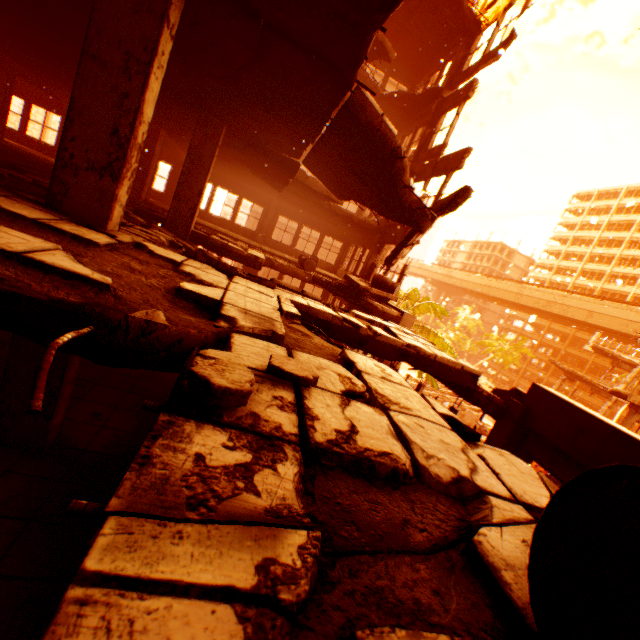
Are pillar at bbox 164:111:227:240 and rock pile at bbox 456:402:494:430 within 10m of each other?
no

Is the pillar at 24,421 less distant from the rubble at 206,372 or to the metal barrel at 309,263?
the rubble at 206,372

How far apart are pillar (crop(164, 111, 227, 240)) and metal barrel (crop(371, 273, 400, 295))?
5.91m

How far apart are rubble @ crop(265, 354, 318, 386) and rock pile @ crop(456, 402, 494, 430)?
34.82m

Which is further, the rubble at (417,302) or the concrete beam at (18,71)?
the rubble at (417,302)

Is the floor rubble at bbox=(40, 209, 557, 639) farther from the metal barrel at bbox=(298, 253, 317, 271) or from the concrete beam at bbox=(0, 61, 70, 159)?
the concrete beam at bbox=(0, 61, 70, 159)

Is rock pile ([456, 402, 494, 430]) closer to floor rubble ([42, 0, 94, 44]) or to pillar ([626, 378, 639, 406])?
floor rubble ([42, 0, 94, 44])

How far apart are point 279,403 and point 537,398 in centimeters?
560cm
